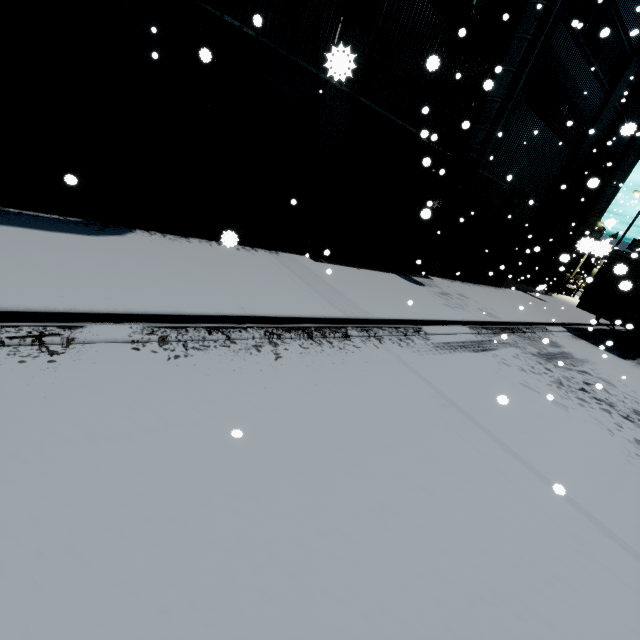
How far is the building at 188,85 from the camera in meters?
7.3 m

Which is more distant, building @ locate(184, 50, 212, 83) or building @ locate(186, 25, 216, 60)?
building @ locate(184, 50, 212, 83)

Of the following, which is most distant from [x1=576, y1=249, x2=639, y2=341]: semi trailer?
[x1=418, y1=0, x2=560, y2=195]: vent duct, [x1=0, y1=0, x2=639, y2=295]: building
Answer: [x1=418, y1=0, x2=560, y2=195]: vent duct

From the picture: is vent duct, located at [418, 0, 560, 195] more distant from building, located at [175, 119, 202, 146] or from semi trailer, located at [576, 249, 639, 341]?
semi trailer, located at [576, 249, 639, 341]

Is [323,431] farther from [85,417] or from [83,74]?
[83,74]
